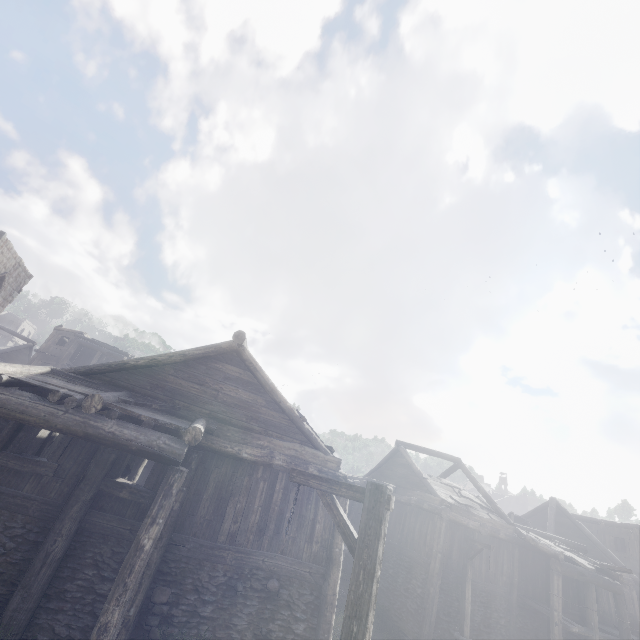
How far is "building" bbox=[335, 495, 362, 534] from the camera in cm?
980

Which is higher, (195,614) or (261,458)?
(261,458)

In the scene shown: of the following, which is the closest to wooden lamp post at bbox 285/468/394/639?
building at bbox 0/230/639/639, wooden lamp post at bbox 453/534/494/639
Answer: building at bbox 0/230/639/639

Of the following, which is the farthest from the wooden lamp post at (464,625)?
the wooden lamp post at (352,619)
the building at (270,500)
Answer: the wooden lamp post at (352,619)

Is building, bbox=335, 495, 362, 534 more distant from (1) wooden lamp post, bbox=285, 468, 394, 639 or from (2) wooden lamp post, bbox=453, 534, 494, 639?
(1) wooden lamp post, bbox=285, 468, 394, 639

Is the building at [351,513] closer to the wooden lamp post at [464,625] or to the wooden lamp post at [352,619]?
the wooden lamp post at [464,625]

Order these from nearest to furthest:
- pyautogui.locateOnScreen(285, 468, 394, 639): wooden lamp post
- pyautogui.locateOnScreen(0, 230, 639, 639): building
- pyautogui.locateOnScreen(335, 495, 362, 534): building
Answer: pyautogui.locateOnScreen(285, 468, 394, 639): wooden lamp post → pyautogui.locateOnScreen(0, 230, 639, 639): building → pyautogui.locateOnScreen(335, 495, 362, 534): building
